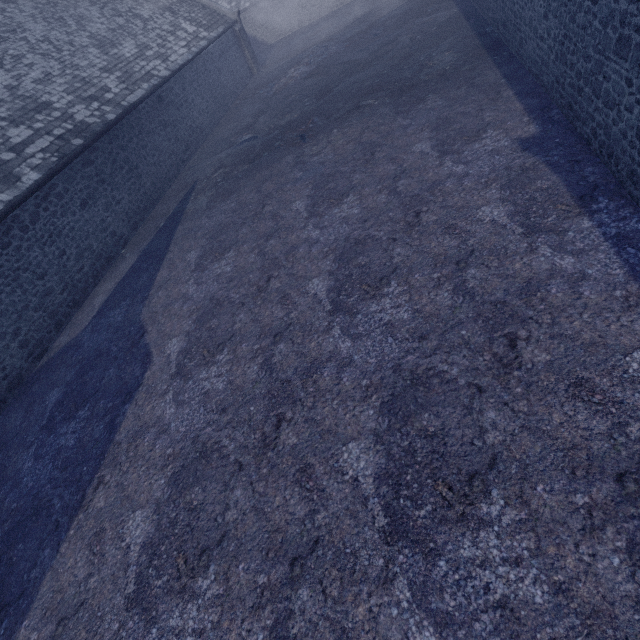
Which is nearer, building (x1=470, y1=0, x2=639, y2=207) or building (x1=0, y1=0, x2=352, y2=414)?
building (x1=470, y1=0, x2=639, y2=207)

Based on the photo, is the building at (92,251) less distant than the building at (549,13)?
No

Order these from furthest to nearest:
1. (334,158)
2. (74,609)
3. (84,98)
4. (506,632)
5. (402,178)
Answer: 1. (84,98)
2. (334,158)
3. (402,178)
4. (74,609)
5. (506,632)
